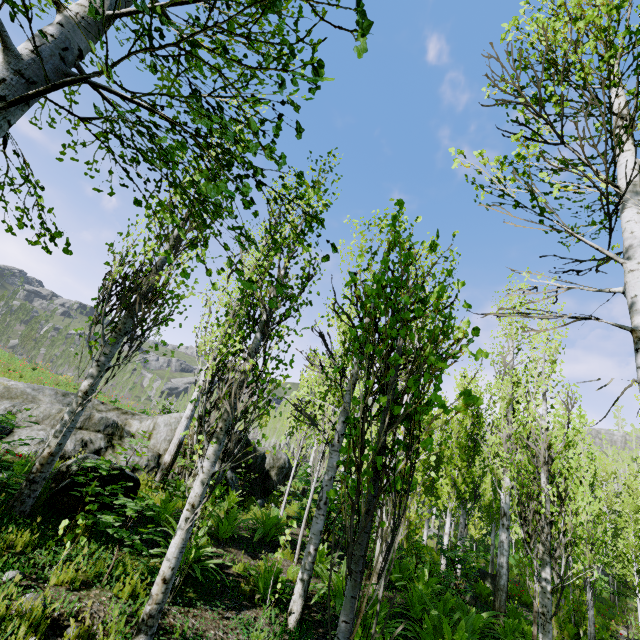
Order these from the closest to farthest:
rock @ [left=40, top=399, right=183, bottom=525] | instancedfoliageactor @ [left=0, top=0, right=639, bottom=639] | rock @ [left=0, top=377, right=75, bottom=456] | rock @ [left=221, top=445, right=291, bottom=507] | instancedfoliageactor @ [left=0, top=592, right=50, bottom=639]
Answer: instancedfoliageactor @ [left=0, top=0, right=639, bottom=639], instancedfoliageactor @ [left=0, top=592, right=50, bottom=639], rock @ [left=40, top=399, right=183, bottom=525], rock @ [left=0, top=377, right=75, bottom=456], rock @ [left=221, top=445, right=291, bottom=507]

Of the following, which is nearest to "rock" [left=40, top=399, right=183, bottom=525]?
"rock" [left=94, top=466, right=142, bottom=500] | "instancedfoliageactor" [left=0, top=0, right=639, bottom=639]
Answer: "instancedfoliageactor" [left=0, top=0, right=639, bottom=639]

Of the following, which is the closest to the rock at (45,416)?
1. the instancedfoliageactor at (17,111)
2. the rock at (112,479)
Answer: the instancedfoliageactor at (17,111)

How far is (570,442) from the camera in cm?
551

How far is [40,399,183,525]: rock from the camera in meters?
5.1 m

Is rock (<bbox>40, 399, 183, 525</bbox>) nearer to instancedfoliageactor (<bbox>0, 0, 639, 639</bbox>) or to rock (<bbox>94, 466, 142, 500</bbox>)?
instancedfoliageactor (<bbox>0, 0, 639, 639</bbox>)

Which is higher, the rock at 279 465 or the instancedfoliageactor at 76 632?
the rock at 279 465
